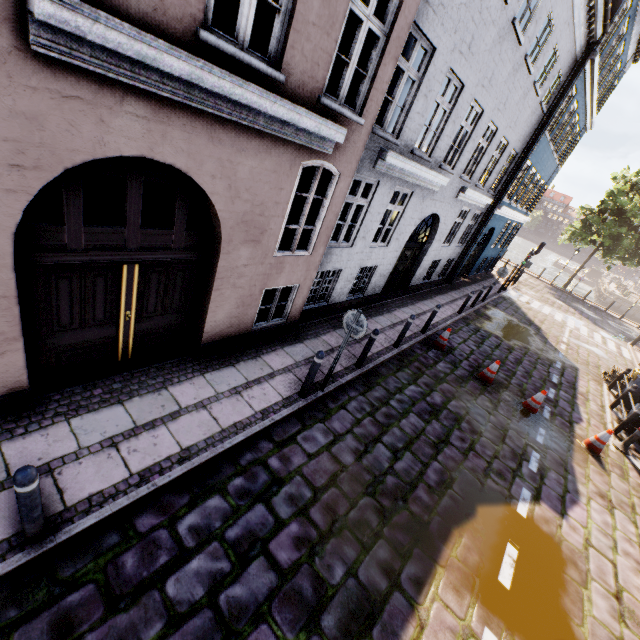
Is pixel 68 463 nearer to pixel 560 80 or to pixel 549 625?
pixel 549 625

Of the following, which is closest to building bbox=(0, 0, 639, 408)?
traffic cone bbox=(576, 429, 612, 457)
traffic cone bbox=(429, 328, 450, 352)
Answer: traffic cone bbox=(429, 328, 450, 352)

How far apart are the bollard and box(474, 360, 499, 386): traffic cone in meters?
9.9 m

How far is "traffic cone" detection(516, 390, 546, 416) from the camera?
8.85m

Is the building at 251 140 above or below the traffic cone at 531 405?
above

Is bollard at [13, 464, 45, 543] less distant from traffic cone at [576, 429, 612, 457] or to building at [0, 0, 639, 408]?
building at [0, 0, 639, 408]

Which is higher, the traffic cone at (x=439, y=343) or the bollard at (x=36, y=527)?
the bollard at (x=36, y=527)

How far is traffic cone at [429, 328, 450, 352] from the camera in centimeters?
1023cm
